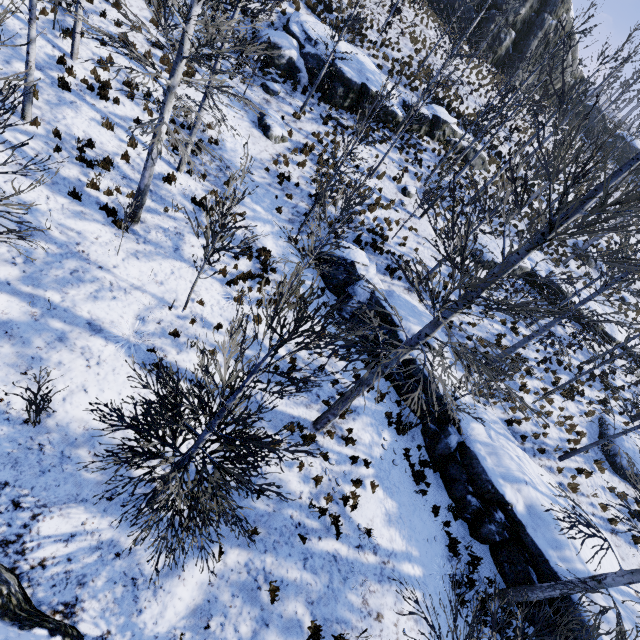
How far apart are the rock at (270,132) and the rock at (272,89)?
1.2m

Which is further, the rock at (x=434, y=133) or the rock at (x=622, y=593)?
the rock at (x=434, y=133)

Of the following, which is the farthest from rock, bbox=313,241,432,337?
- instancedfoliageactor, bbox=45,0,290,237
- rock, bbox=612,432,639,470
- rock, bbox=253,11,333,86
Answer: rock, bbox=253,11,333,86

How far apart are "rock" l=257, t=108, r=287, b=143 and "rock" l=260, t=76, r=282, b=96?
1.21m

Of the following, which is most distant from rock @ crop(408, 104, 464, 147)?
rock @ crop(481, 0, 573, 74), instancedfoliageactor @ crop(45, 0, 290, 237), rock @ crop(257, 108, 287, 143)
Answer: rock @ crop(481, 0, 573, 74)

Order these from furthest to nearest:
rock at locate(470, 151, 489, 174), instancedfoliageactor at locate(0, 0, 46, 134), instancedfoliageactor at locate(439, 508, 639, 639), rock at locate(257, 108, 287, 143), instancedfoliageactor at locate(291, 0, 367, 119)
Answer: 1. rock at locate(470, 151, 489, 174)
2. rock at locate(257, 108, 287, 143)
3. instancedfoliageactor at locate(291, 0, 367, 119)
4. instancedfoliageactor at locate(439, 508, 639, 639)
5. instancedfoliageactor at locate(0, 0, 46, 134)

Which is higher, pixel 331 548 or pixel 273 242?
pixel 273 242

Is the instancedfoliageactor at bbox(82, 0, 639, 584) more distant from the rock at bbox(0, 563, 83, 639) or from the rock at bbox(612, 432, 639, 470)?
the rock at bbox(0, 563, 83, 639)
